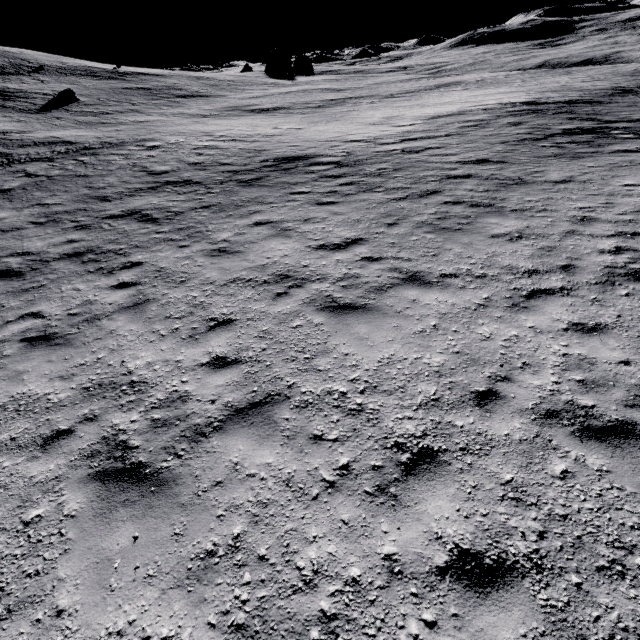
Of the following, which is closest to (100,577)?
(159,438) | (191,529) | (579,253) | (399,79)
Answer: (191,529)

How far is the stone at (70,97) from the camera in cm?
3183

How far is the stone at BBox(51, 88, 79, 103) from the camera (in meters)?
31.83
